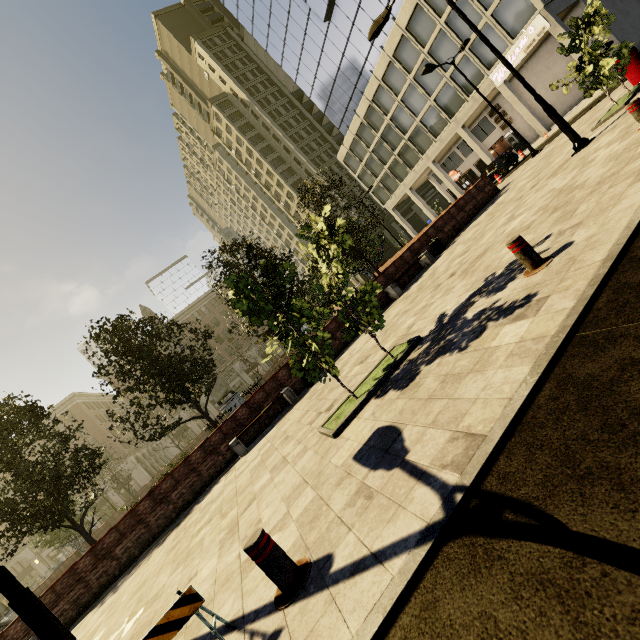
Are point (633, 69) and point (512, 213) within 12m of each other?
yes

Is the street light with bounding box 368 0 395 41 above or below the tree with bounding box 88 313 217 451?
above

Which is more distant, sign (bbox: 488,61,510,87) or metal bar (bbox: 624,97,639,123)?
sign (bbox: 488,61,510,87)

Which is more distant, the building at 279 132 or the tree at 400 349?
the building at 279 132

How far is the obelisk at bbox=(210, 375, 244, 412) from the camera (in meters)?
24.91

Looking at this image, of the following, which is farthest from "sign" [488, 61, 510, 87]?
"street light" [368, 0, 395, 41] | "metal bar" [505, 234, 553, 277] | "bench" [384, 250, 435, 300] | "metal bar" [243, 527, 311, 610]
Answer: "metal bar" [243, 527, 311, 610]

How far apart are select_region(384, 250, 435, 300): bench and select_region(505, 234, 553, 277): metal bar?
8.5 meters

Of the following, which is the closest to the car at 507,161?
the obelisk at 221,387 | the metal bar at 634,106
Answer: the metal bar at 634,106
